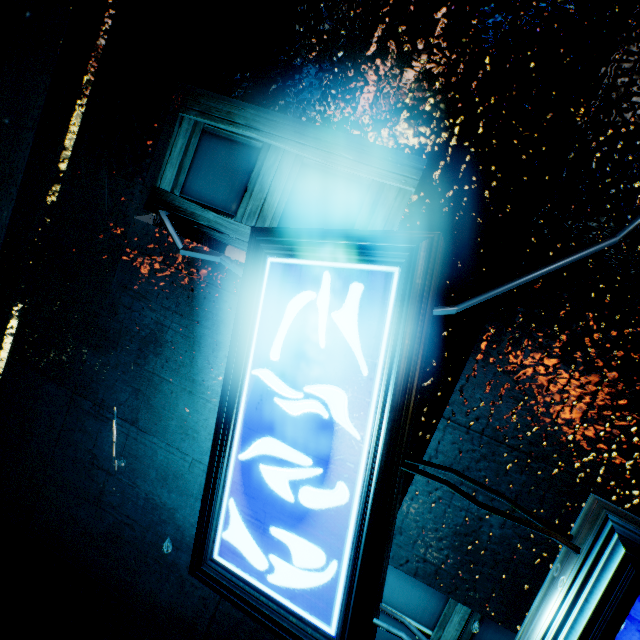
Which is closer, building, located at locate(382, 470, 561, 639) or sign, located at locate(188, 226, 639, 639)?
sign, located at locate(188, 226, 639, 639)

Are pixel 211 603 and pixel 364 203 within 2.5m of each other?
no

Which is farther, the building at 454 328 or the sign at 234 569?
the building at 454 328
